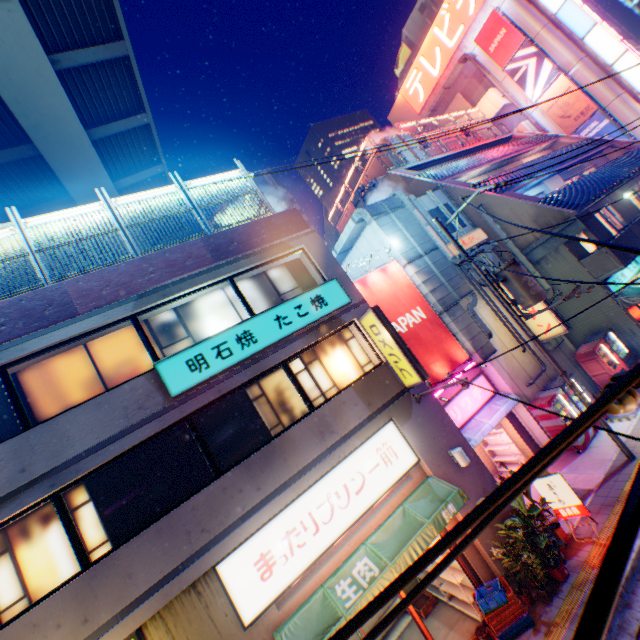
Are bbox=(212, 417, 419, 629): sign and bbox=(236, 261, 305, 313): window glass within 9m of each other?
yes

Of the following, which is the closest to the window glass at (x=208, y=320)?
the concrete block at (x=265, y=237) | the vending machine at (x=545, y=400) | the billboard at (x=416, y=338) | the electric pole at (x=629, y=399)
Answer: the concrete block at (x=265, y=237)

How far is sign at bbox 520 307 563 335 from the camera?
13.3m

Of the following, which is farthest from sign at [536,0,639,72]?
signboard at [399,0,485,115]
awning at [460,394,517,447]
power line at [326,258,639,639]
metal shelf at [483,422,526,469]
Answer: metal shelf at [483,422,526,469]

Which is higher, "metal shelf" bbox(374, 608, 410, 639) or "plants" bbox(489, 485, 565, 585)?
"plants" bbox(489, 485, 565, 585)

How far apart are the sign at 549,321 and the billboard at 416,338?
3.7 meters

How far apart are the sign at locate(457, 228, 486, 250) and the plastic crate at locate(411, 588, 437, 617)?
12.6m

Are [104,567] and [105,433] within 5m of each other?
yes
